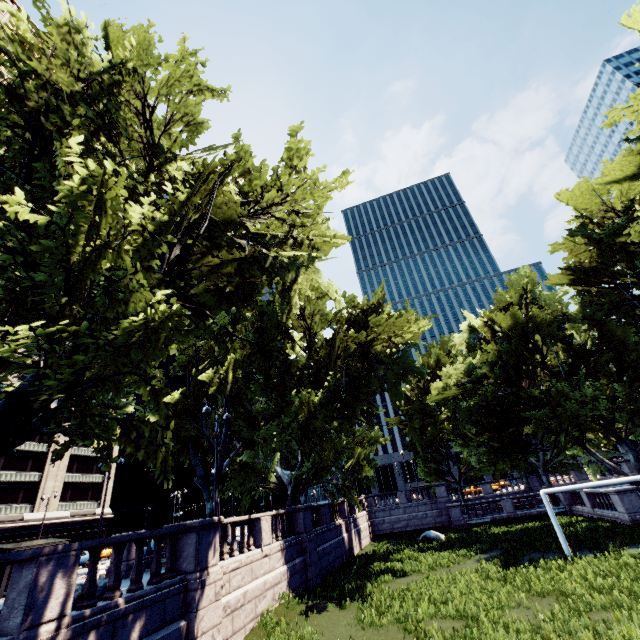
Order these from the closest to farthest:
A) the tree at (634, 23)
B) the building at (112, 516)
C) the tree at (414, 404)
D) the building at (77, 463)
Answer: the tree at (414, 404) < the tree at (634, 23) < the building at (77, 463) < the building at (112, 516)

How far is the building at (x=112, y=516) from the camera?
50.7 meters

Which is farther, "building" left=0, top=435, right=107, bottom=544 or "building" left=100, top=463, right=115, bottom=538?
"building" left=100, top=463, right=115, bottom=538

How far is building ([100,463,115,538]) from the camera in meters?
50.7

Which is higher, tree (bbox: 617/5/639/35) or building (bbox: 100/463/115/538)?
tree (bbox: 617/5/639/35)

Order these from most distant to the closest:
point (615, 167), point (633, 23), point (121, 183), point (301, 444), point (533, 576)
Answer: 1. point (301, 444)
2. point (615, 167)
3. point (633, 23)
4. point (533, 576)
5. point (121, 183)

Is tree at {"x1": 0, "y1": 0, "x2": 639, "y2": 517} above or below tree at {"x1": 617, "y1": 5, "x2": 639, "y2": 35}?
below

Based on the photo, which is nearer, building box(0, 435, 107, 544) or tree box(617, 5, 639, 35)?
tree box(617, 5, 639, 35)
